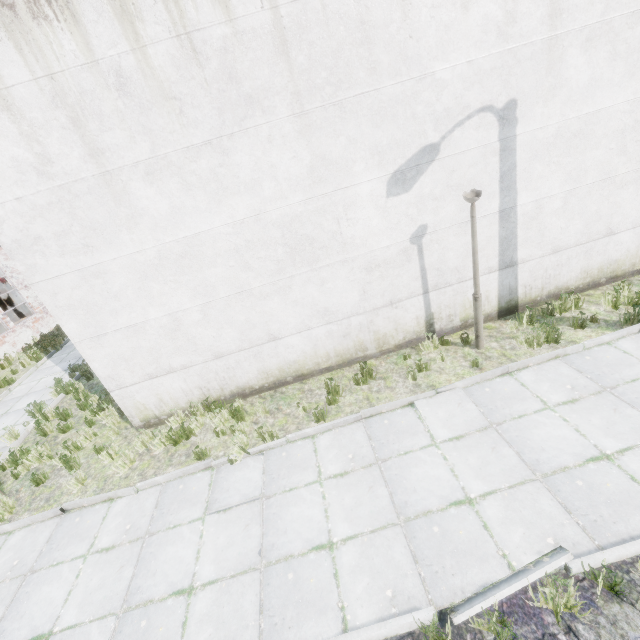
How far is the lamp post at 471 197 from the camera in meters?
5.7 m

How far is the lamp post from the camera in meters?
5.7

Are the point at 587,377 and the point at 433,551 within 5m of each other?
yes
